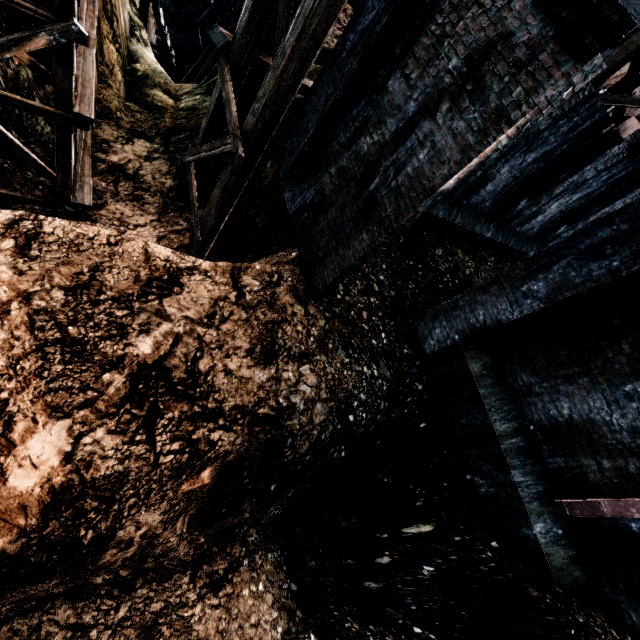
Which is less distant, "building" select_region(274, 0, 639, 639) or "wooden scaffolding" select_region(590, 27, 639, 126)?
"building" select_region(274, 0, 639, 639)

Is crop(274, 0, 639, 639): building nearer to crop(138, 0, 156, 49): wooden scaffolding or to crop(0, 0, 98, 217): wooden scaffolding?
crop(0, 0, 98, 217): wooden scaffolding

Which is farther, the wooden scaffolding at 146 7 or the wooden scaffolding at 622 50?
the wooden scaffolding at 146 7

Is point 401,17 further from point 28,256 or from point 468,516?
point 468,516

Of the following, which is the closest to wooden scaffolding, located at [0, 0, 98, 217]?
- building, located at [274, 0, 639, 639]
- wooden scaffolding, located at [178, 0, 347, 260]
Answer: wooden scaffolding, located at [178, 0, 347, 260]

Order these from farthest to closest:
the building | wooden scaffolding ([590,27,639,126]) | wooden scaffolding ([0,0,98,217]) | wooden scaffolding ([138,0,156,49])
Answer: wooden scaffolding ([138,0,156,49]), wooden scaffolding ([590,27,639,126]), wooden scaffolding ([0,0,98,217]), the building

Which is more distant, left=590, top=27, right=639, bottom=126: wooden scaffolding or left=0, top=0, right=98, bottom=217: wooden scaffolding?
left=590, top=27, right=639, bottom=126: wooden scaffolding

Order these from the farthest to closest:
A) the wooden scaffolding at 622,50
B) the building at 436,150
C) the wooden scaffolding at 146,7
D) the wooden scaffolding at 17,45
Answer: the wooden scaffolding at 146,7, the wooden scaffolding at 622,50, the wooden scaffolding at 17,45, the building at 436,150
